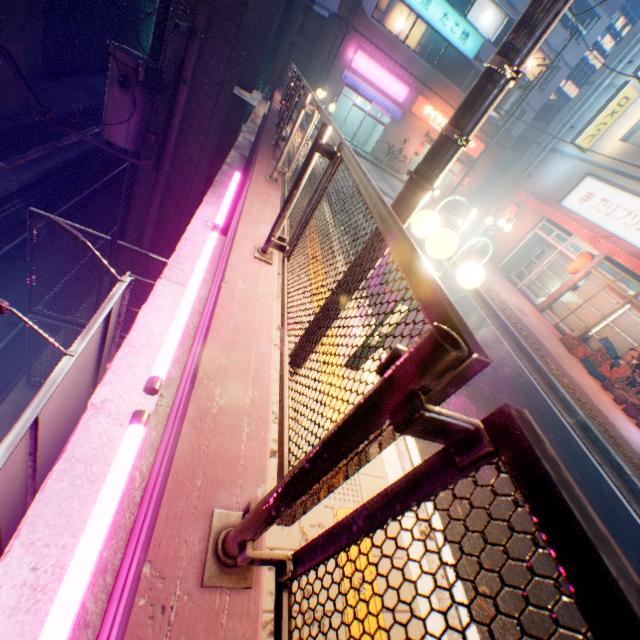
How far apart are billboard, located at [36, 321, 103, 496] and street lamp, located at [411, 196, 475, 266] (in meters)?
2.88

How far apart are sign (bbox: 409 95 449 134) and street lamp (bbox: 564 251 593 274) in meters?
17.3

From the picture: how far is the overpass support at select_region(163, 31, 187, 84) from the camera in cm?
705

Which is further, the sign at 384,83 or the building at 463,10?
the sign at 384,83

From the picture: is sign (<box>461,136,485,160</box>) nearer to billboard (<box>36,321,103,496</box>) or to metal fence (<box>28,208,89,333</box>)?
metal fence (<box>28,208,89,333</box>)

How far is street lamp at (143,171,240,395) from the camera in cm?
194

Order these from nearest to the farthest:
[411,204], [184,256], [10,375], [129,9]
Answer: [411,204], [184,256], [10,375], [129,9]

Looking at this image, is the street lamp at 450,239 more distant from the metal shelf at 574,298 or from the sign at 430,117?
the sign at 430,117
